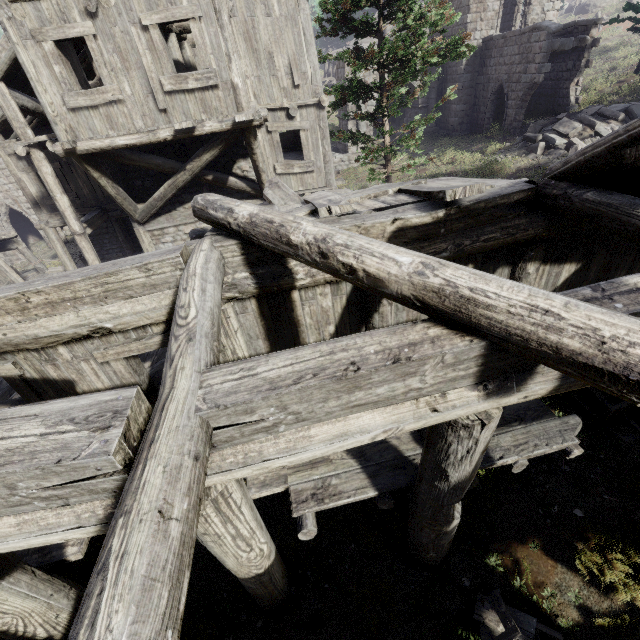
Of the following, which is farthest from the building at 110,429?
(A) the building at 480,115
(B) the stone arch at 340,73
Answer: (A) the building at 480,115

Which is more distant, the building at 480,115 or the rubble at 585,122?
the building at 480,115

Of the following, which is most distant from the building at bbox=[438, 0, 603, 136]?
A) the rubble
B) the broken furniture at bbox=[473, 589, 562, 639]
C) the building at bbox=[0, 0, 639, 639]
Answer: the broken furniture at bbox=[473, 589, 562, 639]

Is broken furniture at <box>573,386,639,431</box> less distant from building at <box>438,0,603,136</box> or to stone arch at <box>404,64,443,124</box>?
stone arch at <box>404,64,443,124</box>

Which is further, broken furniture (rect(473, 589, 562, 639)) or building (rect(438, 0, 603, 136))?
building (rect(438, 0, 603, 136))

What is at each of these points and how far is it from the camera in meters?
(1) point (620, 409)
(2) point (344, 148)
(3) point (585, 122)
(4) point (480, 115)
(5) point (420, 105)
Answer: (1) broken furniture, 5.5 m
(2) stone arch, 25.0 m
(3) rubble, 15.2 m
(4) building, 21.6 m
(5) stone arch, 23.7 m

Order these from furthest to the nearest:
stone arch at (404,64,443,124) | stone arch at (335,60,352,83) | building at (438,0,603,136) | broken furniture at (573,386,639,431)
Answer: stone arch at (404,64,443,124)
stone arch at (335,60,352,83)
building at (438,0,603,136)
broken furniture at (573,386,639,431)

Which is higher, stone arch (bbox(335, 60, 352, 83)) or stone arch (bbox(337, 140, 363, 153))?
stone arch (bbox(335, 60, 352, 83))
